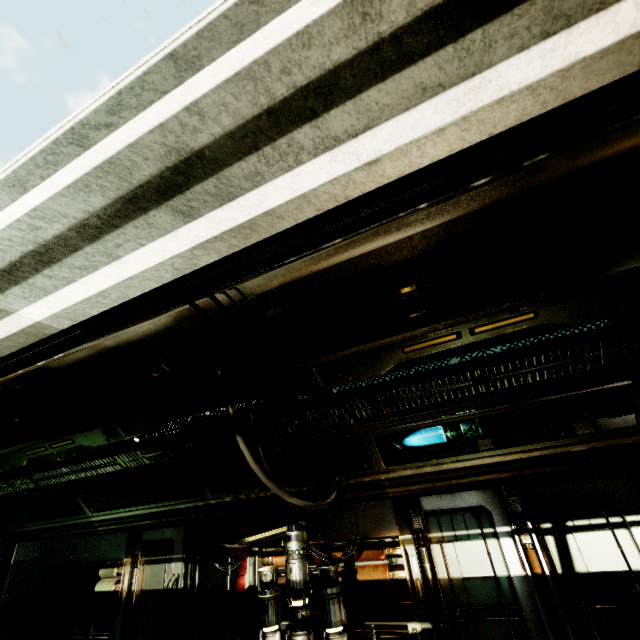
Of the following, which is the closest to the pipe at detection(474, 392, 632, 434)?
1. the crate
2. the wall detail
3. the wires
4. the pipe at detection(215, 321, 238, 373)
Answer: the wall detail

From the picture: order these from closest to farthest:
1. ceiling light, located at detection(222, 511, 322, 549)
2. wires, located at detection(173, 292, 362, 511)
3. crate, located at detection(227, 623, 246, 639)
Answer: → wires, located at detection(173, 292, 362, 511), ceiling light, located at detection(222, 511, 322, 549), crate, located at detection(227, 623, 246, 639)

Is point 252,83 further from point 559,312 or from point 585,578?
point 585,578

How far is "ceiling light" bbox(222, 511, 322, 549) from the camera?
6.15m

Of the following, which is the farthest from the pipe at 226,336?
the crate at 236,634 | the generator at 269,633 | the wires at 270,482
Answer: the crate at 236,634

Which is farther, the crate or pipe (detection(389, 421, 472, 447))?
the crate

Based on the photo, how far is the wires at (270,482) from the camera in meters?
1.8 m

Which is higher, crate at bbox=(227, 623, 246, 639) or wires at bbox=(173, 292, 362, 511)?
wires at bbox=(173, 292, 362, 511)
